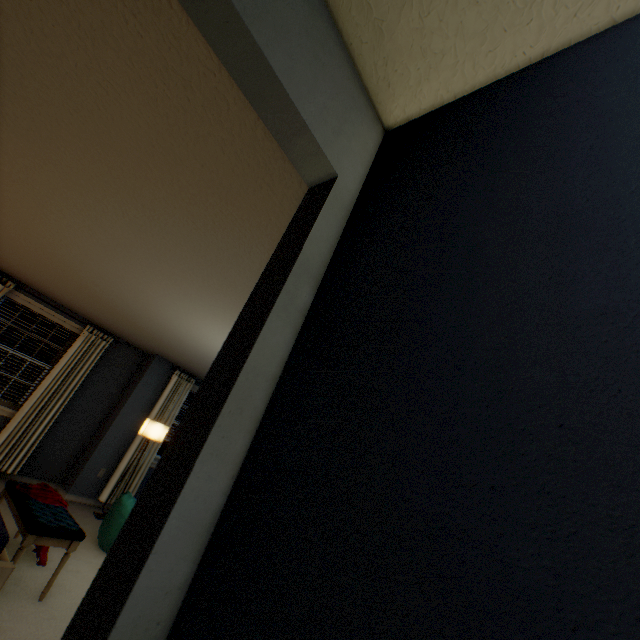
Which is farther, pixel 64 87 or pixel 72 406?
pixel 72 406

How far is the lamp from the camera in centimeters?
510cm

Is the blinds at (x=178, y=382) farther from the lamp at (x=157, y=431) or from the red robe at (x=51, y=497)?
the red robe at (x=51, y=497)

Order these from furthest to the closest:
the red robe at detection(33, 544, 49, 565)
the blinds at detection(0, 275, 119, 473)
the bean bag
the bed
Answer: the blinds at detection(0, 275, 119, 473), the bean bag, the red robe at detection(33, 544, 49, 565), the bed

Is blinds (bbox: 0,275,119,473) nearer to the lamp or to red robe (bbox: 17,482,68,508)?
the lamp

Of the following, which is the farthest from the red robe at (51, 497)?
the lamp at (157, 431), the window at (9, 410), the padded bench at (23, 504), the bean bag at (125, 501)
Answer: the window at (9, 410)

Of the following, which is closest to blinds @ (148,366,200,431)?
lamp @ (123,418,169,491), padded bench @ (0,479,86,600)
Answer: lamp @ (123,418,169,491)

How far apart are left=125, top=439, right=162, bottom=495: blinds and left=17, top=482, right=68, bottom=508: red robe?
2.09m
